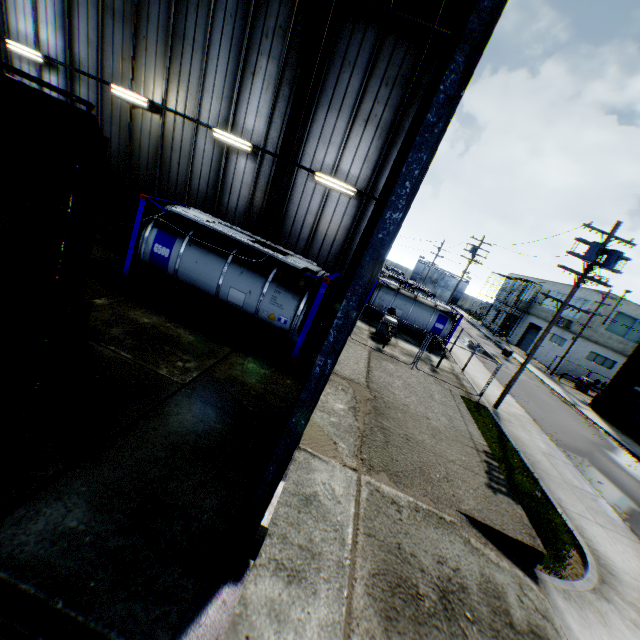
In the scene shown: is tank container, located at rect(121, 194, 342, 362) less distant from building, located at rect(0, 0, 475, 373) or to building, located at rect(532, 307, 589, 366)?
building, located at rect(0, 0, 475, 373)

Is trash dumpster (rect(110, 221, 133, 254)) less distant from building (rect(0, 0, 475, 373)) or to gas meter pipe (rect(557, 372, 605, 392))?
building (rect(0, 0, 475, 373))

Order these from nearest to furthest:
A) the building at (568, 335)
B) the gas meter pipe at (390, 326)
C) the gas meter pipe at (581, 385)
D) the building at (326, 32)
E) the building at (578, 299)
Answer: the building at (326, 32)
the gas meter pipe at (390, 326)
the gas meter pipe at (581, 385)
the building at (578, 299)
the building at (568, 335)

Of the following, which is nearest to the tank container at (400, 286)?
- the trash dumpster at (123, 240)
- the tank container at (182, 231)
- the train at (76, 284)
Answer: the tank container at (182, 231)

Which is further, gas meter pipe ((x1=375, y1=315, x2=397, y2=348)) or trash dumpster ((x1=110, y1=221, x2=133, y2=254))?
gas meter pipe ((x1=375, y1=315, x2=397, y2=348))

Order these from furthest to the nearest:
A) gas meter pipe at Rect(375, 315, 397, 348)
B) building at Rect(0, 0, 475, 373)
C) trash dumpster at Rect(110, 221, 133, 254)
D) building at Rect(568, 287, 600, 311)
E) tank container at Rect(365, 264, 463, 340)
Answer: building at Rect(568, 287, 600, 311)
tank container at Rect(365, 264, 463, 340)
gas meter pipe at Rect(375, 315, 397, 348)
trash dumpster at Rect(110, 221, 133, 254)
building at Rect(0, 0, 475, 373)

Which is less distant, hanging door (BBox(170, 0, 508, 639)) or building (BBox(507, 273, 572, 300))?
hanging door (BBox(170, 0, 508, 639))

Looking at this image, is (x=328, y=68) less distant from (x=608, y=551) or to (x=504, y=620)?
(x=504, y=620)
